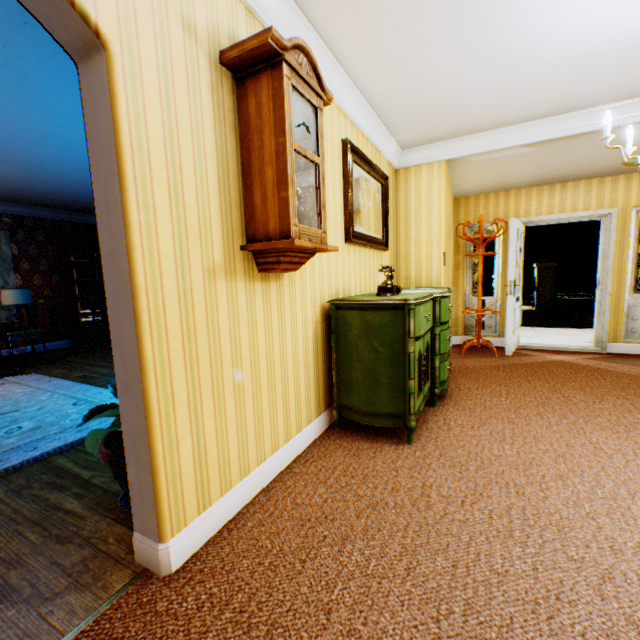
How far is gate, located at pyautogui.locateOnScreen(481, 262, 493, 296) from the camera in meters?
16.7

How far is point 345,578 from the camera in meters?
1.5

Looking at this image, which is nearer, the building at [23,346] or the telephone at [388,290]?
the telephone at [388,290]

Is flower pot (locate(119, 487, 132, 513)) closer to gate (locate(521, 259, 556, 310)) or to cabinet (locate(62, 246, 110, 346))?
cabinet (locate(62, 246, 110, 346))

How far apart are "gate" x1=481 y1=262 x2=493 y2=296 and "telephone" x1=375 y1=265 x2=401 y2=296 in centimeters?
1595cm

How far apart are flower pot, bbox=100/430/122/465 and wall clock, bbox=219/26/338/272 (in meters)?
1.17

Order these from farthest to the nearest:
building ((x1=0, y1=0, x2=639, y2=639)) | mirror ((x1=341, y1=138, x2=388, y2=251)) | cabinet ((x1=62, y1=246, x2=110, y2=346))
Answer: cabinet ((x1=62, y1=246, x2=110, y2=346)) < mirror ((x1=341, y1=138, x2=388, y2=251)) < building ((x1=0, y1=0, x2=639, y2=639))

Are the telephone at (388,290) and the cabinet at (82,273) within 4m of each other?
no
